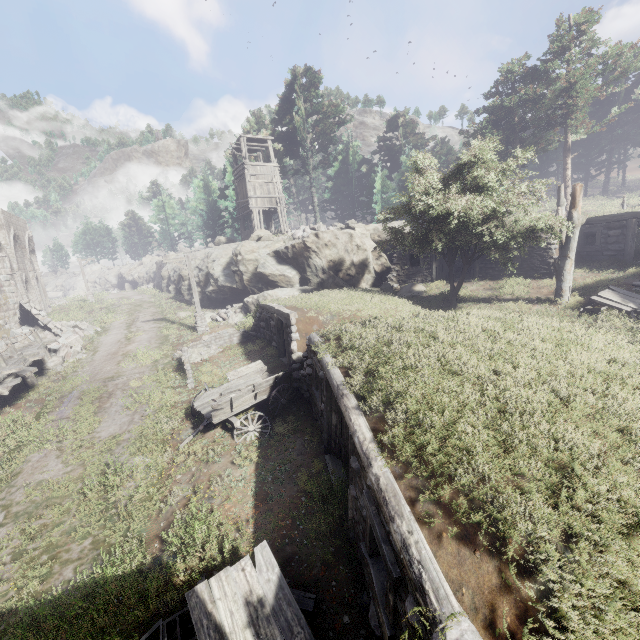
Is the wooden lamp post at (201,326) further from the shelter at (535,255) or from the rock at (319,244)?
the shelter at (535,255)

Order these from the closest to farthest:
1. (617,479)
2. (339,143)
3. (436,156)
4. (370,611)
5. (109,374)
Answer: (617,479), (370,611), (109,374), (436,156), (339,143)

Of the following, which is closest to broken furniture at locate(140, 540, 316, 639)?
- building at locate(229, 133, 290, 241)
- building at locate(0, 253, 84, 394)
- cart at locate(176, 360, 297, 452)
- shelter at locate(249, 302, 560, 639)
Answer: shelter at locate(249, 302, 560, 639)

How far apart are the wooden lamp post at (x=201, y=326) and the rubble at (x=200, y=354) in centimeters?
321cm

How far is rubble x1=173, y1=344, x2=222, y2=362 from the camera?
16.1m

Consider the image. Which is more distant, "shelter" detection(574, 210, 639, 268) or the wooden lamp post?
the wooden lamp post

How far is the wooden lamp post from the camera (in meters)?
19.08

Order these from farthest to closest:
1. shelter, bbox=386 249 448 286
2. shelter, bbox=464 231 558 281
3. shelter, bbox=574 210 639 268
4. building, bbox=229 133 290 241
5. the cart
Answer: building, bbox=229 133 290 241 → shelter, bbox=386 249 448 286 → shelter, bbox=464 231 558 281 → shelter, bbox=574 210 639 268 → the cart
